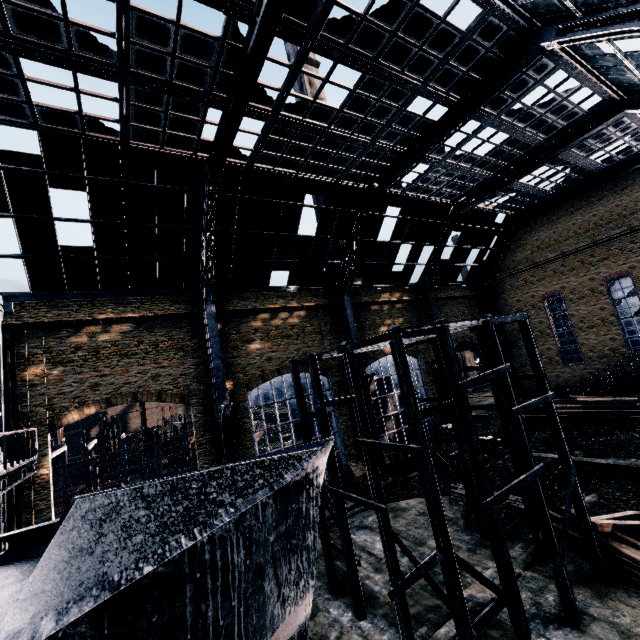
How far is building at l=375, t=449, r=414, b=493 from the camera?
27.3m

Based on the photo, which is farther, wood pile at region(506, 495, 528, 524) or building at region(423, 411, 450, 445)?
building at region(423, 411, 450, 445)

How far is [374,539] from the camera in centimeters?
2041cm

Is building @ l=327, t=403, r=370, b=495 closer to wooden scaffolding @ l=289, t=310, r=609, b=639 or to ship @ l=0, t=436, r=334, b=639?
ship @ l=0, t=436, r=334, b=639

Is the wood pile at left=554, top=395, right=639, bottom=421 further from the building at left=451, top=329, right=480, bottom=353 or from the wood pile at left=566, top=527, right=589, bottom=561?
the wood pile at left=566, top=527, right=589, bottom=561

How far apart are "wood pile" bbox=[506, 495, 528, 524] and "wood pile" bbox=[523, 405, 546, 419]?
13.28m

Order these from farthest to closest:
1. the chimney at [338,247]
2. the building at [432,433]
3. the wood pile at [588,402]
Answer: the chimney at [338,247], the building at [432,433], the wood pile at [588,402]

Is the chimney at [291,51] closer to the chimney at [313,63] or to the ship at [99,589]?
the chimney at [313,63]
